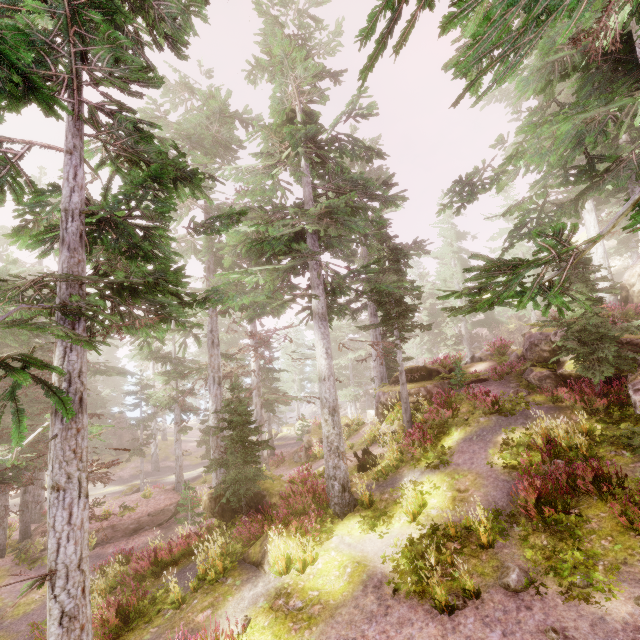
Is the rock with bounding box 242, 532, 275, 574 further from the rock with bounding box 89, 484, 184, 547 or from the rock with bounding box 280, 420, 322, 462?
the rock with bounding box 280, 420, 322, 462

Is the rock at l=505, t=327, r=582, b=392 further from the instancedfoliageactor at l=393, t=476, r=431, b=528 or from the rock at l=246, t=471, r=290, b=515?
the rock at l=246, t=471, r=290, b=515

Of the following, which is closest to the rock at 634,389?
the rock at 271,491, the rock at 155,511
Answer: the rock at 271,491

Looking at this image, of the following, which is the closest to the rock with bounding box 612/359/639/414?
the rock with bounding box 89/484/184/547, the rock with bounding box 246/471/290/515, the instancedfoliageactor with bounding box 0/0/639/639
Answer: the instancedfoliageactor with bounding box 0/0/639/639

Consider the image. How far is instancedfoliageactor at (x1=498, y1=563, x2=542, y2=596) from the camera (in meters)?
6.88

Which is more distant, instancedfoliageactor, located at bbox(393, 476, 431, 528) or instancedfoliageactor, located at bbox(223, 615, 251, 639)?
instancedfoliageactor, located at bbox(393, 476, 431, 528)

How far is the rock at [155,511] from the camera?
17.5m

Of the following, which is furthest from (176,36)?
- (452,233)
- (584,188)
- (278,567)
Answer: (452,233)
